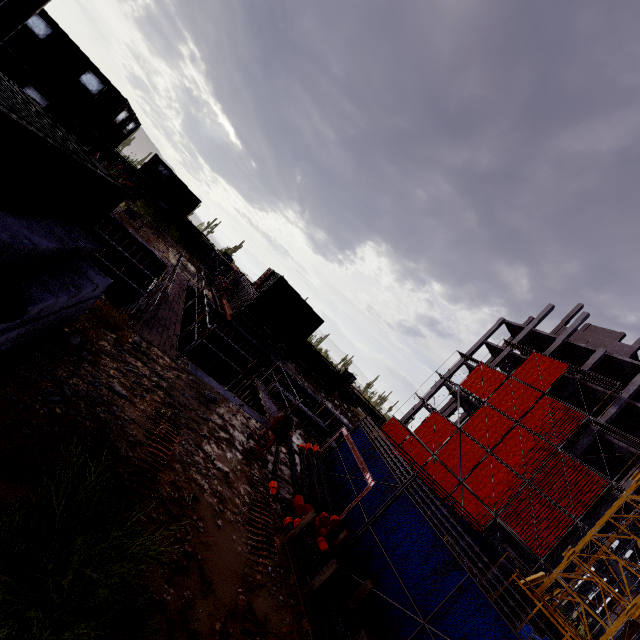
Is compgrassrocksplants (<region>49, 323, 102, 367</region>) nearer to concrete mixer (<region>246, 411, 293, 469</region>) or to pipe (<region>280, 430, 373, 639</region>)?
concrete mixer (<region>246, 411, 293, 469</region>)

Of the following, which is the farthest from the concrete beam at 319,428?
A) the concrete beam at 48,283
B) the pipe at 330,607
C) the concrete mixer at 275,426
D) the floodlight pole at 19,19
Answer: the floodlight pole at 19,19

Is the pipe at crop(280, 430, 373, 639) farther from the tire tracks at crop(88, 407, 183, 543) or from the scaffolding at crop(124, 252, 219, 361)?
the scaffolding at crop(124, 252, 219, 361)

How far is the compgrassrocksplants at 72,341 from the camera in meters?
5.5

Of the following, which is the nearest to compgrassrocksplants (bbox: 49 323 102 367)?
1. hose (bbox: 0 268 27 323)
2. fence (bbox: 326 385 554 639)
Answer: hose (bbox: 0 268 27 323)

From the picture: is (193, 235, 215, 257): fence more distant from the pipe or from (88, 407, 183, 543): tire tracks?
the pipe

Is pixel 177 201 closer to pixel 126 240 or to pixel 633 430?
pixel 126 240

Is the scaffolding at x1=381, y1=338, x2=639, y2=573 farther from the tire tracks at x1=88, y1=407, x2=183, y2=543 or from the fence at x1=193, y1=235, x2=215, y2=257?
the fence at x1=193, y1=235, x2=215, y2=257
